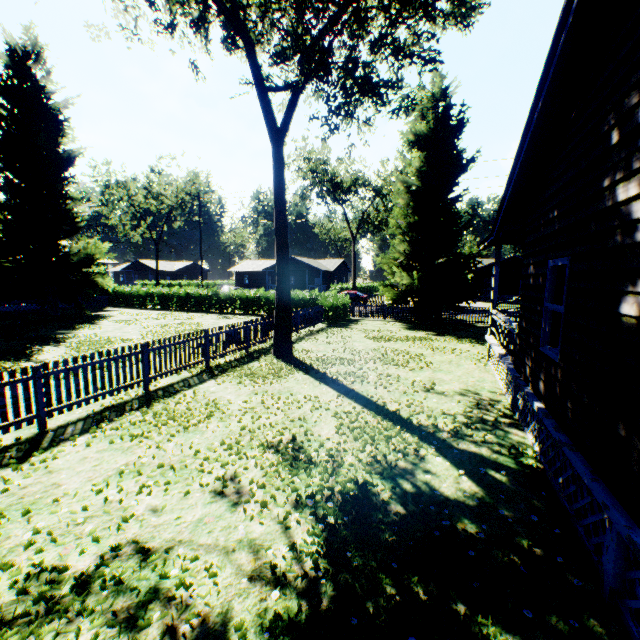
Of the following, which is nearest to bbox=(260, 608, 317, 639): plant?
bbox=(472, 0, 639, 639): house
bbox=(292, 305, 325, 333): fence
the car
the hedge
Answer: bbox=(292, 305, 325, 333): fence

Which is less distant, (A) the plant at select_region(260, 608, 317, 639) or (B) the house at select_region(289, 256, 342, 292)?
(A) the plant at select_region(260, 608, 317, 639)

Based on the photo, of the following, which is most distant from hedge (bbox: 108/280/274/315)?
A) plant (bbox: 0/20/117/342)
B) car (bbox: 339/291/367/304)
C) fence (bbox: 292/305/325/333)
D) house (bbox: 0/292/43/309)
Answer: car (bbox: 339/291/367/304)

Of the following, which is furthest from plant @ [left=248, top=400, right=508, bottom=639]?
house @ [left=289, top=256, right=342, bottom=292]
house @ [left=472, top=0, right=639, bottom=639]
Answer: house @ [left=289, top=256, right=342, bottom=292]

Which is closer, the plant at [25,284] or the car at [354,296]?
the plant at [25,284]

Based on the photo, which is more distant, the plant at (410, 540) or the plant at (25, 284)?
the plant at (25, 284)

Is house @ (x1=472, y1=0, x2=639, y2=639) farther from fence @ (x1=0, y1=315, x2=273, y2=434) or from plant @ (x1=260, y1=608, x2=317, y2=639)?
fence @ (x1=0, y1=315, x2=273, y2=434)

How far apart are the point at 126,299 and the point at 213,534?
34.82m
